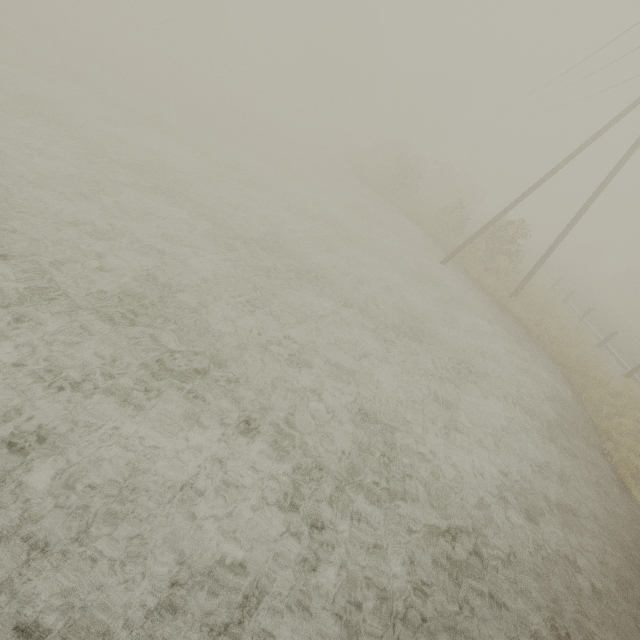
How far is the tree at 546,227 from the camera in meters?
55.3

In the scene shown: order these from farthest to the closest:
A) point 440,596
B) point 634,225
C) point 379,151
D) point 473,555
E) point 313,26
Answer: point 634,225, point 313,26, point 379,151, point 473,555, point 440,596

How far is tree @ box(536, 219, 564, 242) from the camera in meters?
55.3
